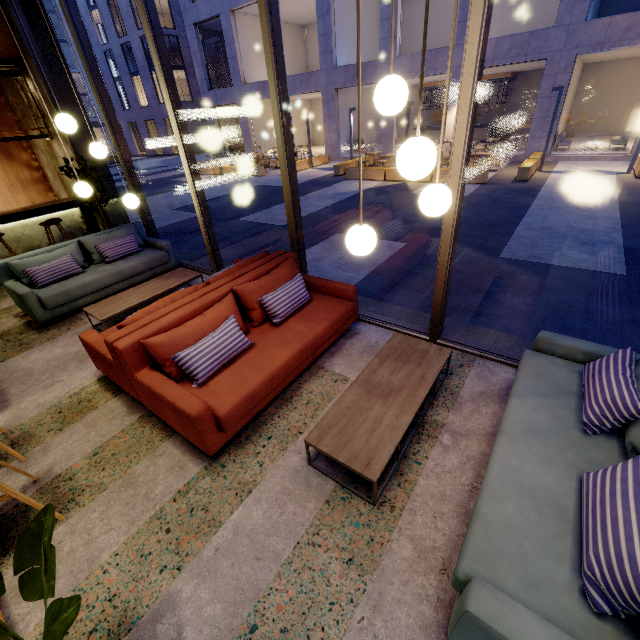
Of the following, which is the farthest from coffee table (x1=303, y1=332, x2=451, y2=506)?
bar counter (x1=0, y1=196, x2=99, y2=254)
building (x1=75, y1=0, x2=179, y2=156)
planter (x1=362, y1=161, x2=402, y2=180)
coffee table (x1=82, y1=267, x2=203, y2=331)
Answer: building (x1=75, y1=0, x2=179, y2=156)

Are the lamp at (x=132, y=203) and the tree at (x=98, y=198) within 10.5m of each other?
yes

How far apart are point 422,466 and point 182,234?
9.7m

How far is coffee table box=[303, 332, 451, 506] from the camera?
2.27m

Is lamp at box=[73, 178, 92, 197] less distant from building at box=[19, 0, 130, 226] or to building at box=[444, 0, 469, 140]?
building at box=[19, 0, 130, 226]

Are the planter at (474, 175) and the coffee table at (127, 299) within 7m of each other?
no

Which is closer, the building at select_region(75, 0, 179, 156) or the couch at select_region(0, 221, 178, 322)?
the couch at select_region(0, 221, 178, 322)

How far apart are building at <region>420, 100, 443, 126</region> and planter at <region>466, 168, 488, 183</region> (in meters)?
13.74
